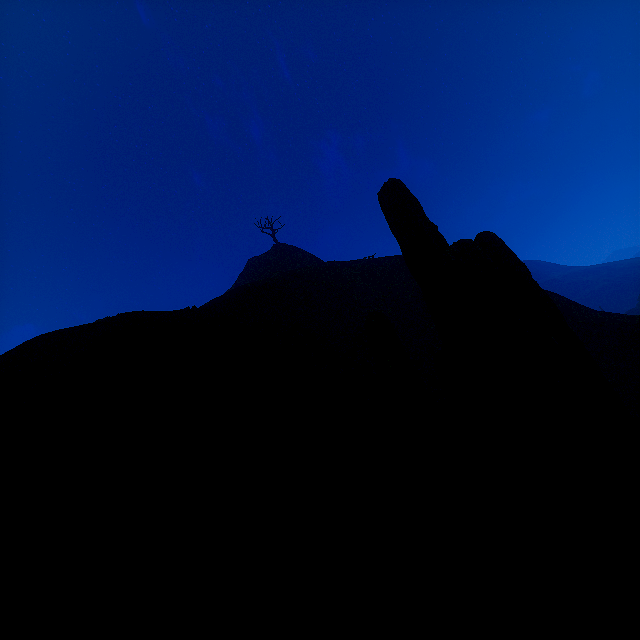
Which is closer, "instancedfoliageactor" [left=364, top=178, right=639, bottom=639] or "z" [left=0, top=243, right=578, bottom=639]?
"instancedfoliageactor" [left=364, top=178, right=639, bottom=639]

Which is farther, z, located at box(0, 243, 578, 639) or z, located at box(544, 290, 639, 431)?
z, located at box(544, 290, 639, 431)

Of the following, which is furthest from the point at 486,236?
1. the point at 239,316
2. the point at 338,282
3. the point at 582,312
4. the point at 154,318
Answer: the point at 582,312

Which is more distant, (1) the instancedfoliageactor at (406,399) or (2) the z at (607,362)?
(2) the z at (607,362)

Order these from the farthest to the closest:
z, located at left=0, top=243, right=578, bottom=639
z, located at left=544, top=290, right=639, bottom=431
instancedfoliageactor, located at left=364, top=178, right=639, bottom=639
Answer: z, located at left=544, top=290, right=639, bottom=431 < z, located at left=0, top=243, right=578, bottom=639 < instancedfoliageactor, located at left=364, top=178, right=639, bottom=639
